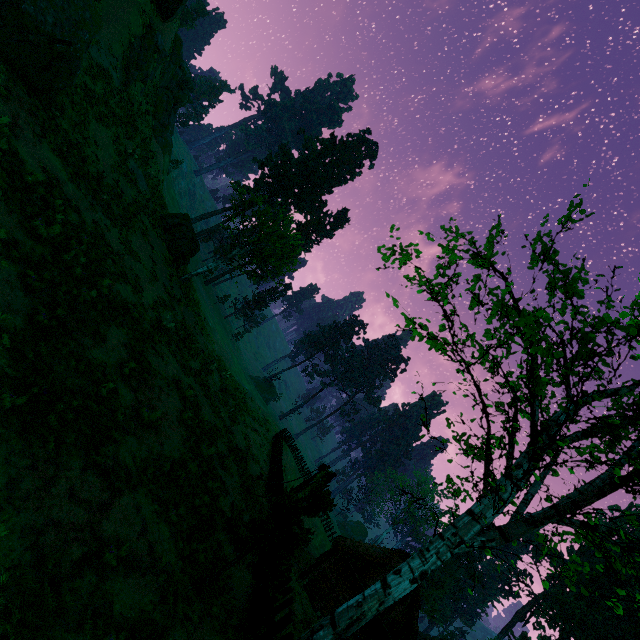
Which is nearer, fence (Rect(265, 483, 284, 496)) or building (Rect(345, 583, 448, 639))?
fence (Rect(265, 483, 284, 496))

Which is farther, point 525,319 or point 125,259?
point 125,259

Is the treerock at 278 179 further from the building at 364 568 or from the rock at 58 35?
the rock at 58 35

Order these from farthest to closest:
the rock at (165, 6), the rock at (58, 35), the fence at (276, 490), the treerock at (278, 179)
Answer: the treerock at (278, 179) → the rock at (165, 6) → the fence at (276, 490) → the rock at (58, 35)

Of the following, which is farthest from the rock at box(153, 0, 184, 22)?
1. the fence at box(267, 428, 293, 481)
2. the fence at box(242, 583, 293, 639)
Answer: the fence at box(267, 428, 293, 481)

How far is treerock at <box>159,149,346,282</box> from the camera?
23.3 meters

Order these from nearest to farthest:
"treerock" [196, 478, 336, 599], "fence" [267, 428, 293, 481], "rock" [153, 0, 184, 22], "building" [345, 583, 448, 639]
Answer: "treerock" [196, 478, 336, 599] → "rock" [153, 0, 184, 22] → "building" [345, 583, 448, 639] → "fence" [267, 428, 293, 481]

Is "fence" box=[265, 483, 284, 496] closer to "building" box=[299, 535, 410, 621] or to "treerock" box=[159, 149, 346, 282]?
"building" box=[299, 535, 410, 621]
